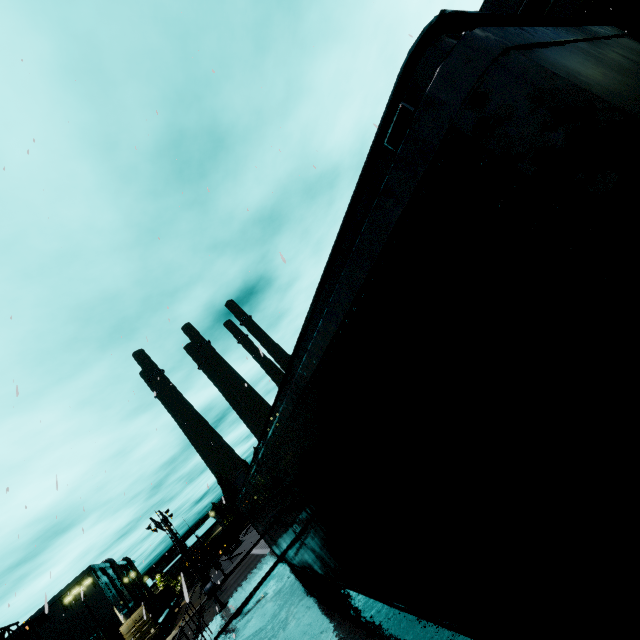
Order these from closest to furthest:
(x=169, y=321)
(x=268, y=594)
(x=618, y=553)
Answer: (x=618, y=553), (x=169, y=321), (x=268, y=594)

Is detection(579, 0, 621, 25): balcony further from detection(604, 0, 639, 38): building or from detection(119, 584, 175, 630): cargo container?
detection(119, 584, 175, 630): cargo container

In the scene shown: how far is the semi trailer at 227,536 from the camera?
50.9 meters

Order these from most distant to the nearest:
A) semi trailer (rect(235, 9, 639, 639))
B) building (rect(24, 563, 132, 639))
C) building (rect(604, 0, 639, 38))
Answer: building (rect(24, 563, 132, 639)), building (rect(604, 0, 639, 38)), semi trailer (rect(235, 9, 639, 639))

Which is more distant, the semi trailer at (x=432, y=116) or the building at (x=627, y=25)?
the building at (x=627, y=25)

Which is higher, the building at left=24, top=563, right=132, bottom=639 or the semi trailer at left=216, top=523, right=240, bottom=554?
the building at left=24, top=563, right=132, bottom=639

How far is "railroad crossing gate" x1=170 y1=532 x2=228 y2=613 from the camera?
19.6m

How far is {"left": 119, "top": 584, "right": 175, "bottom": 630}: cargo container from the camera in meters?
34.3
